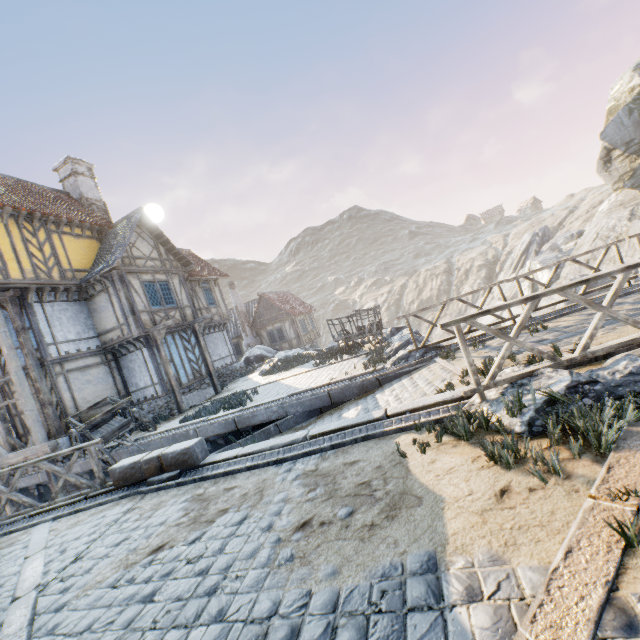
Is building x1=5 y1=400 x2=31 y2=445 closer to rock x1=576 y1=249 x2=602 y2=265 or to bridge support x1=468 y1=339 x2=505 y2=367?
rock x1=576 y1=249 x2=602 y2=265

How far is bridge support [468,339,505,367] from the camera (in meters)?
6.53

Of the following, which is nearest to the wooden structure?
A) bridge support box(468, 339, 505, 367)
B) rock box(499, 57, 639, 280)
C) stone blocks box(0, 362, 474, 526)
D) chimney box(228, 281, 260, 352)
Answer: stone blocks box(0, 362, 474, 526)

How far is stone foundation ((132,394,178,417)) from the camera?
14.50m

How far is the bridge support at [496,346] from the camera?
6.5m

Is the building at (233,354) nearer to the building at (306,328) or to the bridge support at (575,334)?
the building at (306,328)

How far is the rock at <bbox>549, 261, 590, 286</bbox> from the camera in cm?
2469

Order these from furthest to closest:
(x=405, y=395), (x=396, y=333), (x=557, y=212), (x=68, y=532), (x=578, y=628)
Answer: (x=557, y=212) < (x=396, y=333) < (x=405, y=395) < (x=68, y=532) < (x=578, y=628)
